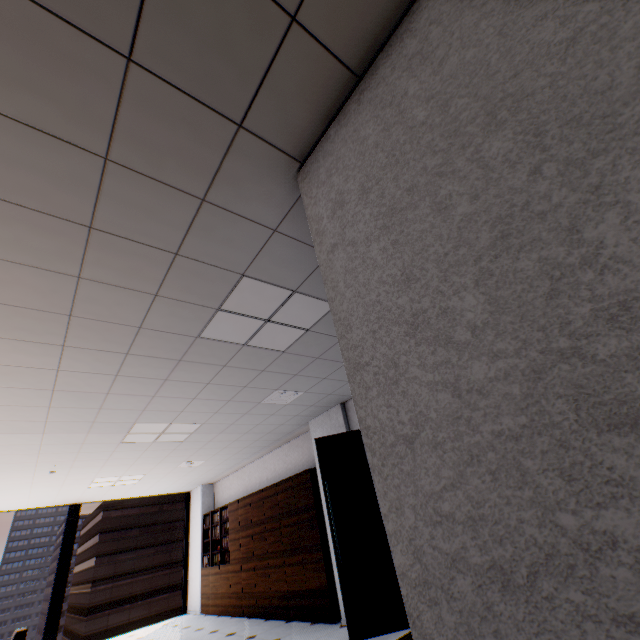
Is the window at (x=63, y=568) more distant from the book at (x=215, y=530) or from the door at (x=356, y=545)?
the door at (x=356, y=545)

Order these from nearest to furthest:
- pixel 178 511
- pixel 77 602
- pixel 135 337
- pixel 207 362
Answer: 1. pixel 135 337
2. pixel 207 362
3. pixel 77 602
4. pixel 178 511

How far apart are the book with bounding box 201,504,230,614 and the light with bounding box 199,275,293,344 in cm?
664

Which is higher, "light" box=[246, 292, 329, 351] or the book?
"light" box=[246, 292, 329, 351]

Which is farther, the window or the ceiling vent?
the window

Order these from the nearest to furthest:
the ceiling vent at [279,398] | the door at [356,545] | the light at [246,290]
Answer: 1. the light at [246,290]
2. the door at [356,545]
3. the ceiling vent at [279,398]

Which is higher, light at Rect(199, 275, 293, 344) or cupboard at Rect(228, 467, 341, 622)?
light at Rect(199, 275, 293, 344)

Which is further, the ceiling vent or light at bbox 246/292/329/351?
the ceiling vent
